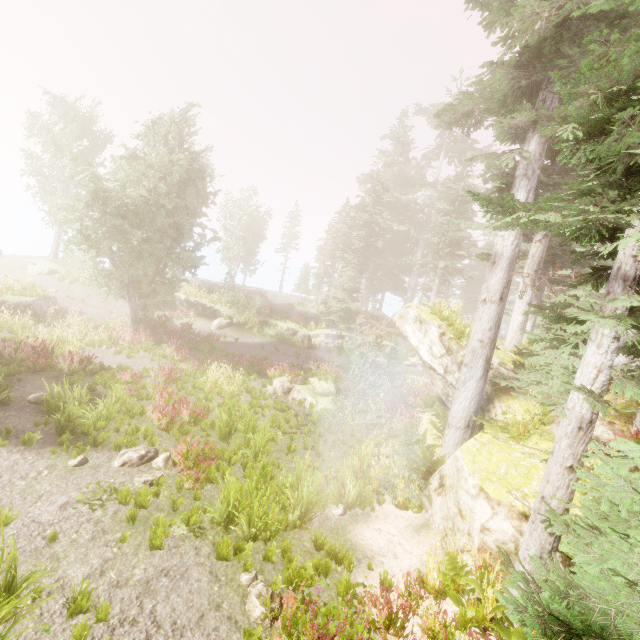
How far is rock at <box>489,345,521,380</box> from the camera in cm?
1059

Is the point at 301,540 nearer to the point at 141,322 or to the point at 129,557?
the point at 129,557

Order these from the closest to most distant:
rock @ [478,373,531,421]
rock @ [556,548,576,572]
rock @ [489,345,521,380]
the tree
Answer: rock @ [556,548,576,572] < rock @ [478,373,531,421] < rock @ [489,345,521,380] < the tree

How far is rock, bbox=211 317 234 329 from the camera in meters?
25.5

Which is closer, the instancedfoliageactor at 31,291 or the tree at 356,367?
the tree at 356,367

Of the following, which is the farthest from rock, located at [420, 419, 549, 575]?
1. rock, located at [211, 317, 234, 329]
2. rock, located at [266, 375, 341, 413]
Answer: rock, located at [211, 317, 234, 329]

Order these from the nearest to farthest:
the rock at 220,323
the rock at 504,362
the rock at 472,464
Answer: the rock at 472,464 < the rock at 504,362 < the rock at 220,323
